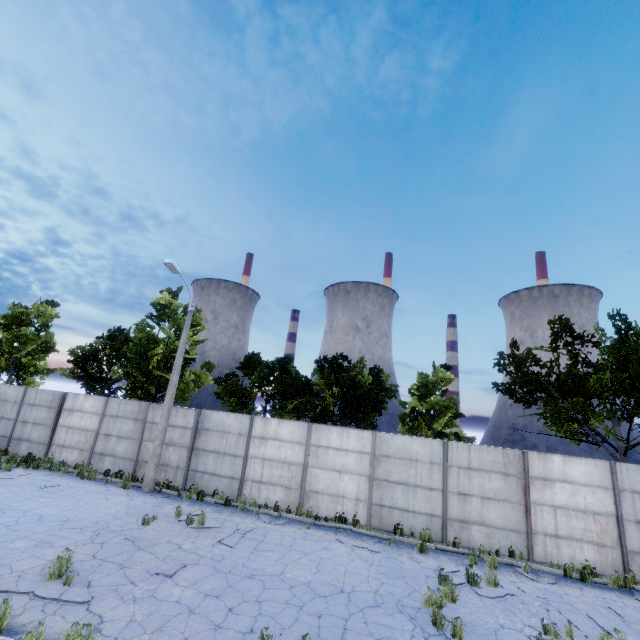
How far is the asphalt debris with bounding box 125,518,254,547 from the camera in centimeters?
972cm

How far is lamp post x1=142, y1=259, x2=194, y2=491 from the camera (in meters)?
14.34

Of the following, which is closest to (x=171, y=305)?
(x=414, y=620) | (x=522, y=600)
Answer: (x=414, y=620)

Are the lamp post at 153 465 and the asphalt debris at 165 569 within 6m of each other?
no

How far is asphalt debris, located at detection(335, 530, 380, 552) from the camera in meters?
10.7 m

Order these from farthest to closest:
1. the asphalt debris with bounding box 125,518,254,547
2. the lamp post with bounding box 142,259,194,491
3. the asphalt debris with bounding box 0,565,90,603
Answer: the lamp post with bounding box 142,259,194,491 → the asphalt debris with bounding box 125,518,254,547 → the asphalt debris with bounding box 0,565,90,603

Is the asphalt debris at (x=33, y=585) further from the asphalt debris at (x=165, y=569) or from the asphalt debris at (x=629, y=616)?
the asphalt debris at (x=629, y=616)

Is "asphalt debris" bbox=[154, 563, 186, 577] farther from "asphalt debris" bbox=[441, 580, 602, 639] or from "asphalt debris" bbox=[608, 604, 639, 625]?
"asphalt debris" bbox=[608, 604, 639, 625]
